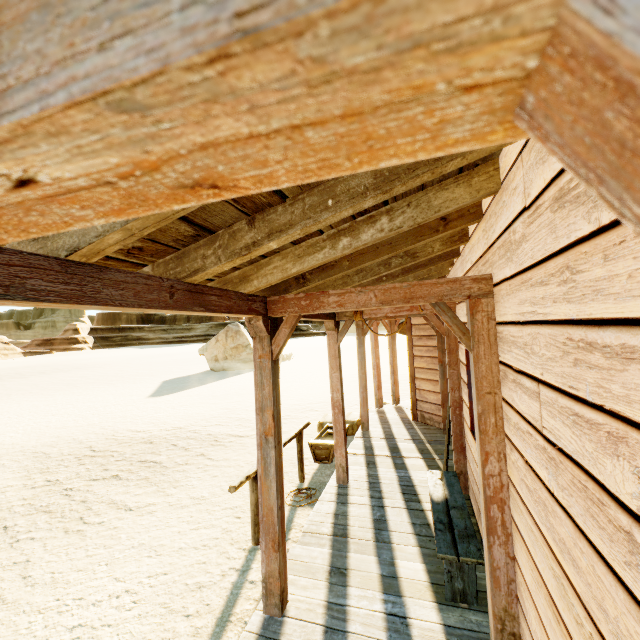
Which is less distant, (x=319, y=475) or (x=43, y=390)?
(x=319, y=475)

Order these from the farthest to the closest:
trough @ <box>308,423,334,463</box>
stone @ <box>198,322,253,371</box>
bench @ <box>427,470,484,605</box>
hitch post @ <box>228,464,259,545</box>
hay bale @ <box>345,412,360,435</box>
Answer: stone @ <box>198,322,253,371</box> → hay bale @ <box>345,412,360,435</box> → trough @ <box>308,423,334,463</box> → hitch post @ <box>228,464,259,545</box> → bench @ <box>427,470,484,605</box>

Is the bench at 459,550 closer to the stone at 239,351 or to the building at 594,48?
the building at 594,48

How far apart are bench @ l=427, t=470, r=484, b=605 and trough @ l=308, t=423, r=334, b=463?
2.6 meters

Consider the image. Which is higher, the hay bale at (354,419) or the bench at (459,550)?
the bench at (459,550)

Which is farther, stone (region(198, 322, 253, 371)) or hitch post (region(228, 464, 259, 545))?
stone (region(198, 322, 253, 371))

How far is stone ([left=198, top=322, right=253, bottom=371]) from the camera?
25.8 meters

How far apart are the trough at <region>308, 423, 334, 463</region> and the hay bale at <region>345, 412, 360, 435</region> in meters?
0.2
